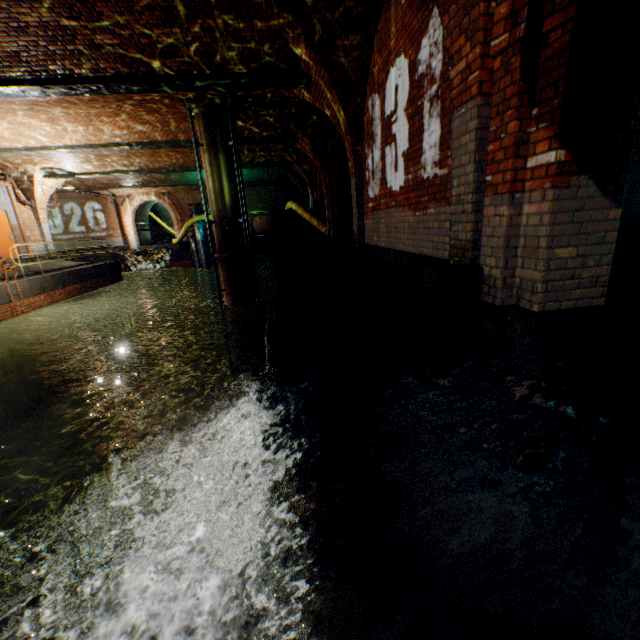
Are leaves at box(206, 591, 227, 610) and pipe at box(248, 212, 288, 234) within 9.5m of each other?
no

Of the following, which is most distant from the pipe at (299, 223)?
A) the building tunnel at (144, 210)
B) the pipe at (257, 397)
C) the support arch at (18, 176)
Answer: the building tunnel at (144, 210)

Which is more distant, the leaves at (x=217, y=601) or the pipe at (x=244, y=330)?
the pipe at (x=244, y=330)

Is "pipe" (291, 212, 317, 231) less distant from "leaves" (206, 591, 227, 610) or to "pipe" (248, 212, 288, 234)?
"pipe" (248, 212, 288, 234)

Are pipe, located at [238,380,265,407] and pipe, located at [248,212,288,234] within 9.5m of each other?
yes

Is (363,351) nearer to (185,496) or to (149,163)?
(185,496)

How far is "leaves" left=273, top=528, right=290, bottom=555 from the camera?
2.5 meters

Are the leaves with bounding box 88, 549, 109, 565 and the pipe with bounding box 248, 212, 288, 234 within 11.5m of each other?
no
